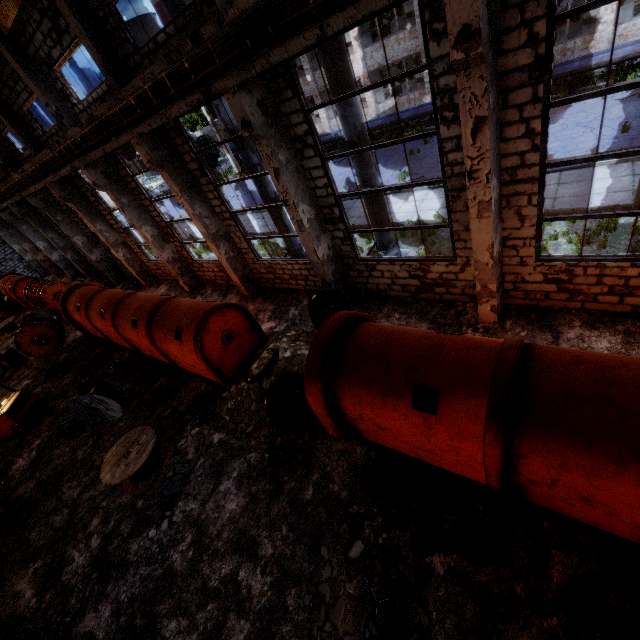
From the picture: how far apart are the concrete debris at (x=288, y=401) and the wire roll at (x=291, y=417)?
0.01m

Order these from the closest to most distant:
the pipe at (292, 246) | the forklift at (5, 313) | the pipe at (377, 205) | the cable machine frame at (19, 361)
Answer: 1. the pipe at (377, 205)
2. the pipe at (292, 246)
3. the cable machine frame at (19, 361)
4. the forklift at (5, 313)

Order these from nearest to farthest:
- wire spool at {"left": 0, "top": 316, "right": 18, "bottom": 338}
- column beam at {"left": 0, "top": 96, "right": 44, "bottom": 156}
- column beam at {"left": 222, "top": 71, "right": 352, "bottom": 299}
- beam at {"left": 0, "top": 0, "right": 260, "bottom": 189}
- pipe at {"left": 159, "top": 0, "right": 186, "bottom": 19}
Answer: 1. beam at {"left": 0, "top": 0, "right": 260, "bottom": 189}
2. column beam at {"left": 222, "top": 71, "right": 352, "bottom": 299}
3. pipe at {"left": 159, "top": 0, "right": 186, "bottom": 19}
4. column beam at {"left": 0, "top": 96, "right": 44, "bottom": 156}
5. wire spool at {"left": 0, "top": 316, "right": 18, "bottom": 338}

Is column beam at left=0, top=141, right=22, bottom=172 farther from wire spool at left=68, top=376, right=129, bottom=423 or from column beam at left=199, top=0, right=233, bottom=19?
column beam at left=199, top=0, right=233, bottom=19

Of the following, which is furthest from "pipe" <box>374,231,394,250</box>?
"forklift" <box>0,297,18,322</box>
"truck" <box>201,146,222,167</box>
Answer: "truck" <box>201,146,222,167</box>

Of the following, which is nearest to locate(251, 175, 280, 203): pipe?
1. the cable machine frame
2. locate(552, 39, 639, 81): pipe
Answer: locate(552, 39, 639, 81): pipe

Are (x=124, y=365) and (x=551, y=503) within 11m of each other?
no

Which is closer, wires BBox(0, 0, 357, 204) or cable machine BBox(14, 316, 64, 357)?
wires BBox(0, 0, 357, 204)
